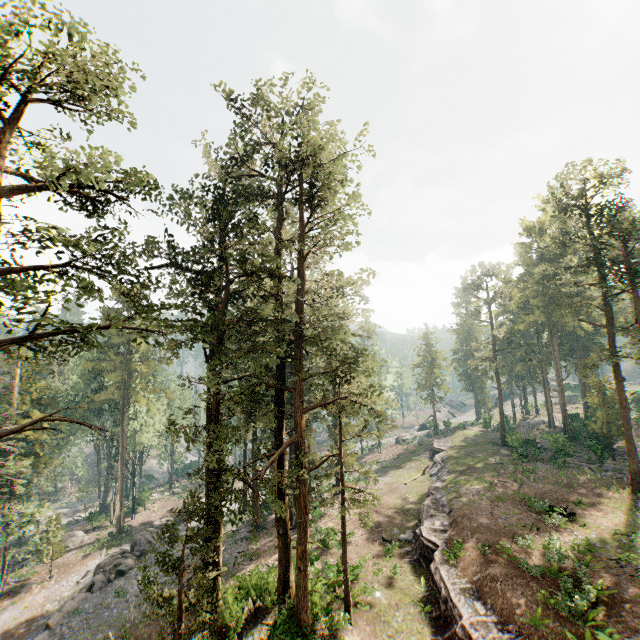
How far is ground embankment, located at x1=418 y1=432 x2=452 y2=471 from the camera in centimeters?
4272cm

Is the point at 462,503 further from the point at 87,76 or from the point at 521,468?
the point at 87,76

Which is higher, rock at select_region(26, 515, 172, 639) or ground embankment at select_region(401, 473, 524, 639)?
ground embankment at select_region(401, 473, 524, 639)

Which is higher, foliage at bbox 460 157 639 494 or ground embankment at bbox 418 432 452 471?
foliage at bbox 460 157 639 494

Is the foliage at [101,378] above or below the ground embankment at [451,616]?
above

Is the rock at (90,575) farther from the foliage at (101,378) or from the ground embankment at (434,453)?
the ground embankment at (434,453)

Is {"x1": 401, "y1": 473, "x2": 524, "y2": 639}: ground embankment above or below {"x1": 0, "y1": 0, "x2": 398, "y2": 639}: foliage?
below

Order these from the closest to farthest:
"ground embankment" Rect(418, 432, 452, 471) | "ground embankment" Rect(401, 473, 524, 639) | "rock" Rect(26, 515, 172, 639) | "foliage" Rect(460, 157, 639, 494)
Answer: "ground embankment" Rect(401, 473, 524, 639), "rock" Rect(26, 515, 172, 639), "foliage" Rect(460, 157, 639, 494), "ground embankment" Rect(418, 432, 452, 471)
